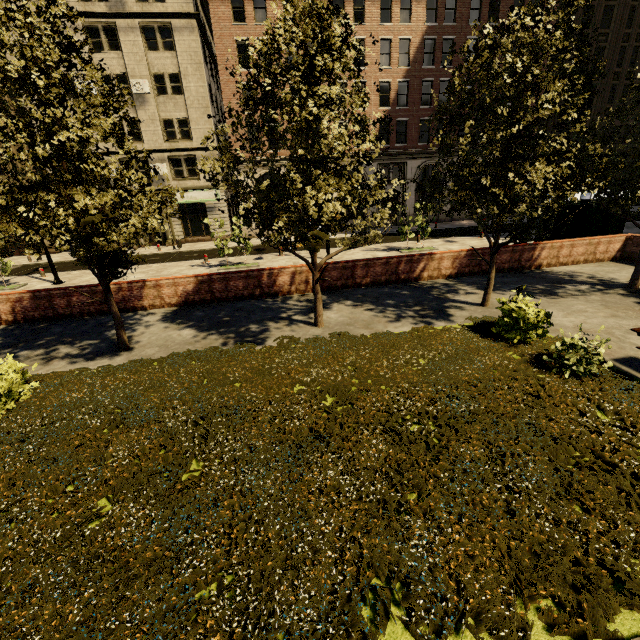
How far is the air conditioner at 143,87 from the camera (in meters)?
25.25

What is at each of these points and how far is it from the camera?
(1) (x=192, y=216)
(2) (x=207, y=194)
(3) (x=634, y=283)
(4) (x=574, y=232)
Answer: (1) building, 30.0 meters
(2) sign, 29.3 meters
(3) tree, 11.9 meters
(4) atm, 15.6 meters

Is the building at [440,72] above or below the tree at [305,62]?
above

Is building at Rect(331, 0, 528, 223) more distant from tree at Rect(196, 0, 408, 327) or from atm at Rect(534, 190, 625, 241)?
atm at Rect(534, 190, 625, 241)

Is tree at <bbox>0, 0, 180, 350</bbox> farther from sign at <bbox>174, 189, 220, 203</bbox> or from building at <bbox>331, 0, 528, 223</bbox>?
sign at <bbox>174, 189, 220, 203</bbox>

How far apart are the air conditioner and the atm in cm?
3025

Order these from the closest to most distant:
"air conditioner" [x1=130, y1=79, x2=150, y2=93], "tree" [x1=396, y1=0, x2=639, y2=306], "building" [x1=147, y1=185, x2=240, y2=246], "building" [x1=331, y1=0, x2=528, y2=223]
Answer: "tree" [x1=396, y1=0, x2=639, y2=306] < "air conditioner" [x1=130, y1=79, x2=150, y2=93] < "building" [x1=331, y1=0, x2=528, y2=223] < "building" [x1=147, y1=185, x2=240, y2=246]

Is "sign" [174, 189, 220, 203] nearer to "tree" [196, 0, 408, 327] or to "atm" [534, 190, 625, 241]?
"tree" [196, 0, 408, 327]
